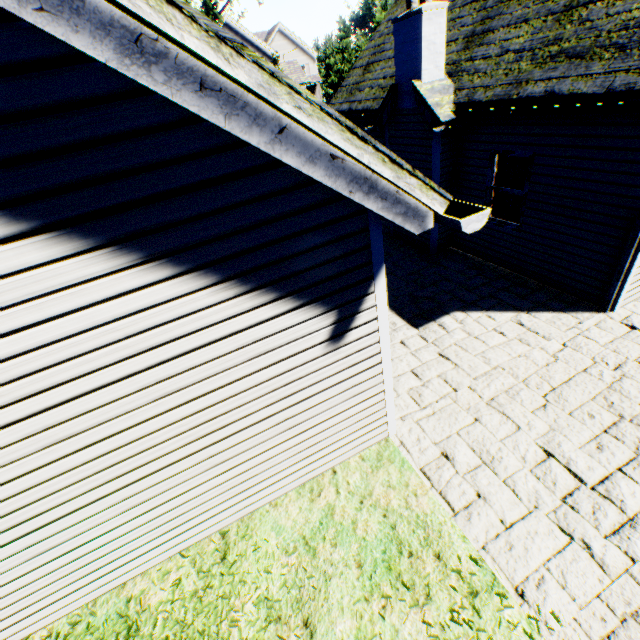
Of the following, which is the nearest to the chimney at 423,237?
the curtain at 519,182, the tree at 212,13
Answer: the curtain at 519,182

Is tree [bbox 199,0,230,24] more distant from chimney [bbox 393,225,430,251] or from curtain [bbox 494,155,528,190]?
curtain [bbox 494,155,528,190]

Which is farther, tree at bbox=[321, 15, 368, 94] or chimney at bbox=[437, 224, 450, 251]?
tree at bbox=[321, 15, 368, 94]

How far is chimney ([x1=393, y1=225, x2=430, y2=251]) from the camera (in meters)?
8.93

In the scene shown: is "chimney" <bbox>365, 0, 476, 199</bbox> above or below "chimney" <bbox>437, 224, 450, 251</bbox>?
above

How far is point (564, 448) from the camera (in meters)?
4.13
